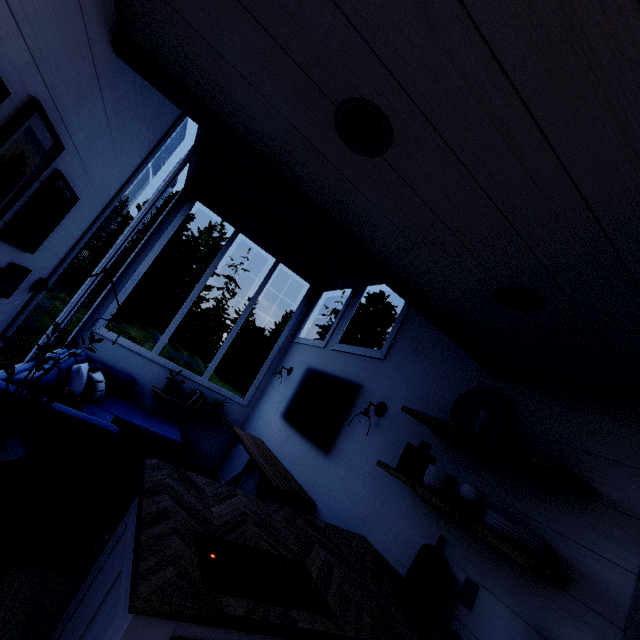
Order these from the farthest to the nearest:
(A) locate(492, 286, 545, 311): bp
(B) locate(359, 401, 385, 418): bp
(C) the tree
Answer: (B) locate(359, 401, 385, 418): bp, (A) locate(492, 286, 545, 311): bp, (C) the tree

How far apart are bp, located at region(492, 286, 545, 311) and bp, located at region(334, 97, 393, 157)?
0.86m

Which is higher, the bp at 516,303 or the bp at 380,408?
the bp at 516,303

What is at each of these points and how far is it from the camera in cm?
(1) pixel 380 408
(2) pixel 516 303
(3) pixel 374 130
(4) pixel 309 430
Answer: (1) bp, 306
(2) bp, 150
(3) bp, 104
(4) tree, 382

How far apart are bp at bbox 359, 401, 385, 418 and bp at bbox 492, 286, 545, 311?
1.7m

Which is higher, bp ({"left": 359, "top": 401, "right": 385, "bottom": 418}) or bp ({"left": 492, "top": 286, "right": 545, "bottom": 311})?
bp ({"left": 492, "top": 286, "right": 545, "bottom": 311})

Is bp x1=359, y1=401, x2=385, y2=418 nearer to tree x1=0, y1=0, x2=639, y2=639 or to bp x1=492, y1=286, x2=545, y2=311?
tree x1=0, y1=0, x2=639, y2=639

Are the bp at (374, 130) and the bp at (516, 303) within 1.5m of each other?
yes
